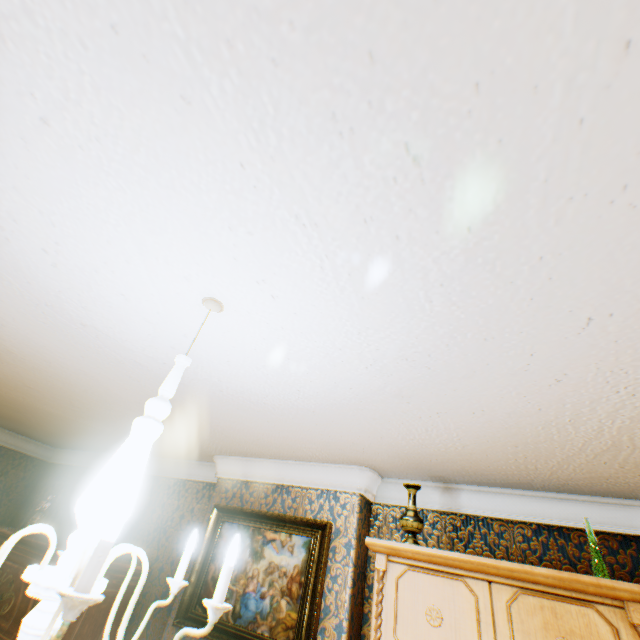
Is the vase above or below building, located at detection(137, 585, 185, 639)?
above

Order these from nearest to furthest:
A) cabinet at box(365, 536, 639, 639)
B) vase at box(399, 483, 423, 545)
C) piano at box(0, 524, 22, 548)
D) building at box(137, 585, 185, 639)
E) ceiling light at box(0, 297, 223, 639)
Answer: ceiling light at box(0, 297, 223, 639) → cabinet at box(365, 536, 639, 639) → vase at box(399, 483, 423, 545) → building at box(137, 585, 185, 639) → piano at box(0, 524, 22, 548)

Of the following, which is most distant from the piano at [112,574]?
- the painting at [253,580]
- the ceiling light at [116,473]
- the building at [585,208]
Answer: the ceiling light at [116,473]

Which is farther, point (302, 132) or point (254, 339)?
point (254, 339)

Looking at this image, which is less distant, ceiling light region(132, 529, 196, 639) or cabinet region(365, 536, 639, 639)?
ceiling light region(132, 529, 196, 639)

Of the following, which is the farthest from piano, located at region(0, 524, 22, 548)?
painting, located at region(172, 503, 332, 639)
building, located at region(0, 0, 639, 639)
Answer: painting, located at region(172, 503, 332, 639)

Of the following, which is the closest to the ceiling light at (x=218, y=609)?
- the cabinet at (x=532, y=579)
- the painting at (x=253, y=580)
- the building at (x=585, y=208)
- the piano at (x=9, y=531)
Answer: the building at (x=585, y=208)

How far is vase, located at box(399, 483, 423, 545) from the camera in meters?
2.2
